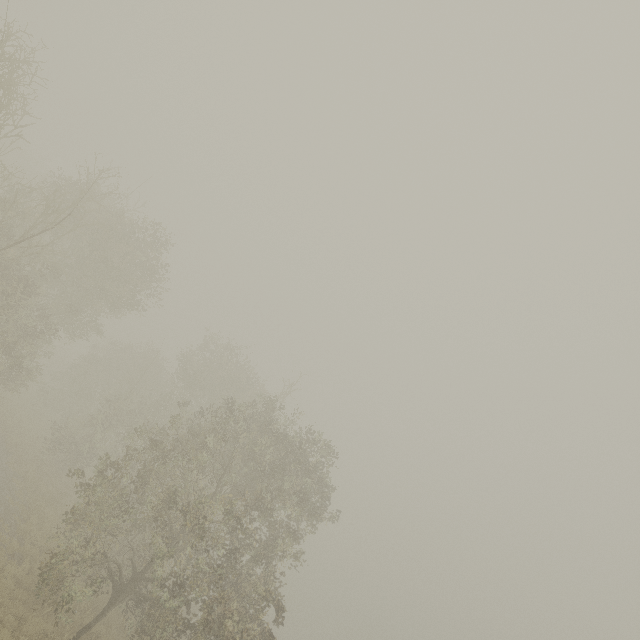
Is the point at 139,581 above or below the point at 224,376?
below
